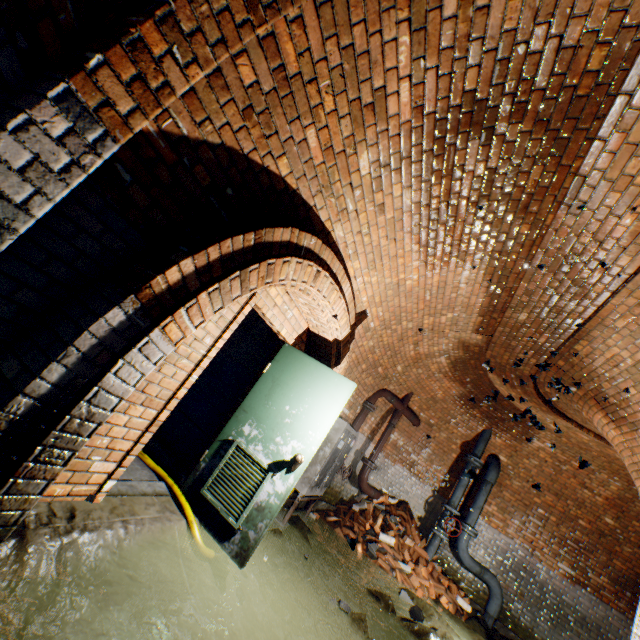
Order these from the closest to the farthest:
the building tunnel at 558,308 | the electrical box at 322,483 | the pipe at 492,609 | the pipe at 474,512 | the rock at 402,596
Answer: the building tunnel at 558,308 < the rock at 402,596 < the electrical box at 322,483 < the pipe at 492,609 < the pipe at 474,512

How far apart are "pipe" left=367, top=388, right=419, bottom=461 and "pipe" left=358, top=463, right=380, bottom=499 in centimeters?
22cm

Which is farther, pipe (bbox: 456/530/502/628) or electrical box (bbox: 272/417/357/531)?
pipe (bbox: 456/530/502/628)

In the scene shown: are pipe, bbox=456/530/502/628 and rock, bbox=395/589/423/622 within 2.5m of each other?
no

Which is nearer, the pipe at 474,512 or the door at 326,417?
the door at 326,417

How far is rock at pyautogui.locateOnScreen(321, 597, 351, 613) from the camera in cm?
364

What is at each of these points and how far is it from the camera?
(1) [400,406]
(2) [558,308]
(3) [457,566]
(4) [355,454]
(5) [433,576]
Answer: (1) pipe, 7.6m
(2) building tunnel, 3.9m
(3) building tunnel, 7.9m
(4) building tunnel, 7.5m
(5) brick pile, 7.0m

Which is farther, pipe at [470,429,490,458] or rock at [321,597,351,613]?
pipe at [470,429,490,458]
